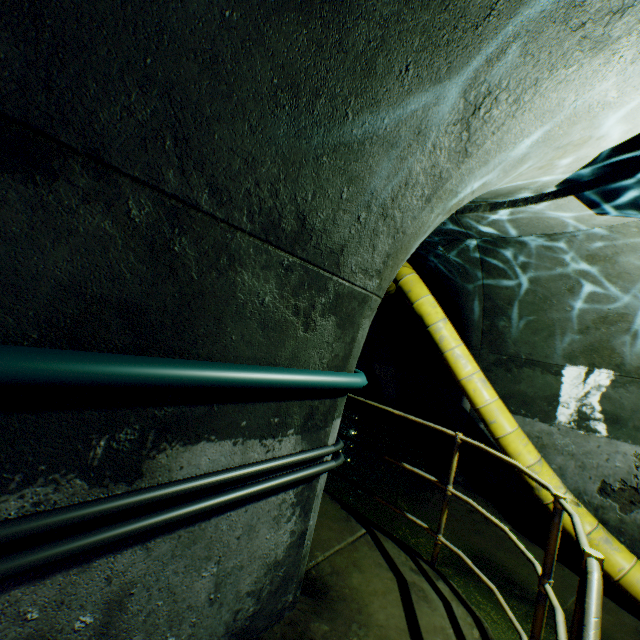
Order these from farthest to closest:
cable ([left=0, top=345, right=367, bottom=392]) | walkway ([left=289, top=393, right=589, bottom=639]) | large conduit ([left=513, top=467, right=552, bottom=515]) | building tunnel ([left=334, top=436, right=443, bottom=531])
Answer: building tunnel ([left=334, top=436, right=443, bottom=531]), large conduit ([left=513, top=467, right=552, bottom=515]), walkway ([left=289, top=393, right=589, bottom=639]), cable ([left=0, top=345, right=367, bottom=392])

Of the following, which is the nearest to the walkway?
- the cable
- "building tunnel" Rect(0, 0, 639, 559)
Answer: "building tunnel" Rect(0, 0, 639, 559)

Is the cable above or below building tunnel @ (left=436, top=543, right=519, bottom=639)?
above

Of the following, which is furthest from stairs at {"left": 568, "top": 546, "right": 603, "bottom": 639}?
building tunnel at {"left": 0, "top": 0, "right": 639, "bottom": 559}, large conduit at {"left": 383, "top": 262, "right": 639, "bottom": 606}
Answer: large conduit at {"left": 383, "top": 262, "right": 639, "bottom": 606}

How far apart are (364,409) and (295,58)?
12.4 meters

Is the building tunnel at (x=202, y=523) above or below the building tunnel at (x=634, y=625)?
above

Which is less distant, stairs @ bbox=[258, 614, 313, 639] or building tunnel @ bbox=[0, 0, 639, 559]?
building tunnel @ bbox=[0, 0, 639, 559]

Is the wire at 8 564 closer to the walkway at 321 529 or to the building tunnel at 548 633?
the building tunnel at 548 633
